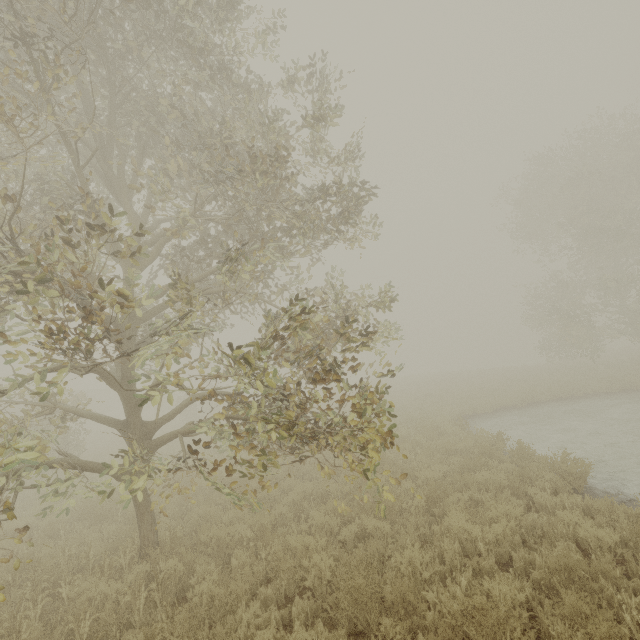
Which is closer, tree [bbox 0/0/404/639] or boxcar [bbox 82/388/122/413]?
tree [bbox 0/0/404/639]

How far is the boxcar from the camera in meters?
46.0

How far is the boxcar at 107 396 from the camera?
46.0m

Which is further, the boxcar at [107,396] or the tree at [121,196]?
the boxcar at [107,396]

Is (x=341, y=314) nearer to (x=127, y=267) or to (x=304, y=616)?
(x=127, y=267)
